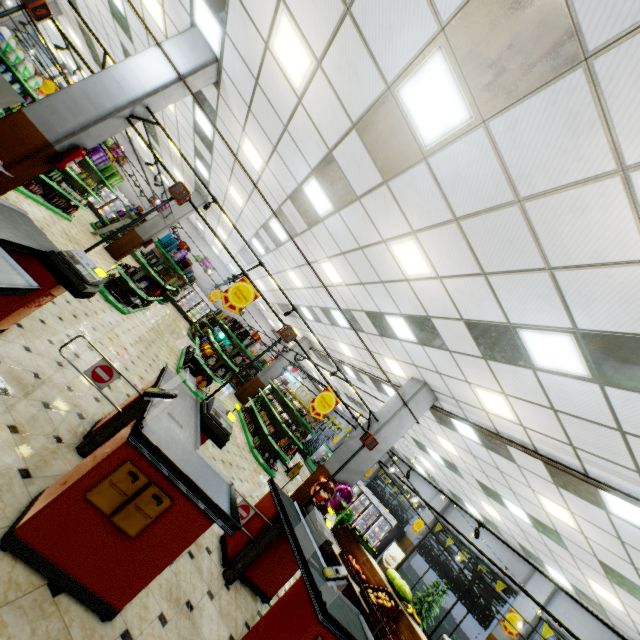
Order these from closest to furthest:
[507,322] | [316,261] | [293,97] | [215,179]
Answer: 1. [507,322]
2. [293,97]
3. [316,261]
4. [215,179]

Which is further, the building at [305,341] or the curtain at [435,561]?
the building at [305,341]

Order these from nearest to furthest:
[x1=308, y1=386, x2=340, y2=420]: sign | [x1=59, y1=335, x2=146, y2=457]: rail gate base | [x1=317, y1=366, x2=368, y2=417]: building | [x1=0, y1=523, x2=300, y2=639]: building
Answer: [x1=0, y1=523, x2=300, y2=639]: building
[x1=59, y1=335, x2=146, y2=457]: rail gate base
[x1=308, y1=386, x2=340, y2=420]: sign
[x1=317, y1=366, x2=368, y2=417]: building

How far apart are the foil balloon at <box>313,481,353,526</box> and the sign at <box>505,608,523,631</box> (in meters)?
8.71

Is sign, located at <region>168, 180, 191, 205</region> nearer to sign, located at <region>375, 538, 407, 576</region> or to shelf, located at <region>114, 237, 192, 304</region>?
shelf, located at <region>114, 237, 192, 304</region>

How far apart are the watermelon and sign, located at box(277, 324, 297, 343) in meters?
7.0

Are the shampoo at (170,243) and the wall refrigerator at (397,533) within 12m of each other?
no

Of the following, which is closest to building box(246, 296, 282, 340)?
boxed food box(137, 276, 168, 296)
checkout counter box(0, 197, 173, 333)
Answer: checkout counter box(0, 197, 173, 333)
